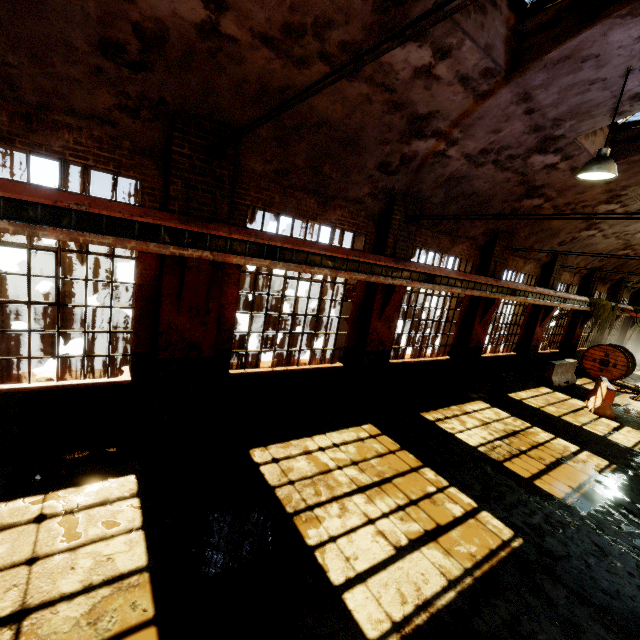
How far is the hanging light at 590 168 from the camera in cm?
520

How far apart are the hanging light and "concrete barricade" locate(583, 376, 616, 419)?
8.8 meters

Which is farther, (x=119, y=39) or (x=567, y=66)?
(x=567, y=66)

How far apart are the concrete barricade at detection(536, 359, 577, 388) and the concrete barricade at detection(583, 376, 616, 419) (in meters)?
0.86

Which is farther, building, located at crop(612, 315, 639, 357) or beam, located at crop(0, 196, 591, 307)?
building, located at crop(612, 315, 639, 357)

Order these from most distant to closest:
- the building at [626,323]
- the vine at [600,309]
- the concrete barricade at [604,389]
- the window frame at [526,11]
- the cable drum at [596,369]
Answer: the building at [626,323]
the vine at [600,309]
the cable drum at [596,369]
the concrete barricade at [604,389]
the window frame at [526,11]

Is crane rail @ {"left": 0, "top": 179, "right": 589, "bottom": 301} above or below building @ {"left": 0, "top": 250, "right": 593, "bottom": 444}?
above

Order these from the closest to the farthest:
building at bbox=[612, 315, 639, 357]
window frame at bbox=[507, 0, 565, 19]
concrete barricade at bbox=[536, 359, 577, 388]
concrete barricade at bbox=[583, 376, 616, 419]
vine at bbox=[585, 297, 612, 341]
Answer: window frame at bbox=[507, 0, 565, 19] → concrete barricade at bbox=[583, 376, 616, 419] → concrete barricade at bbox=[536, 359, 577, 388] → vine at bbox=[585, 297, 612, 341] → building at bbox=[612, 315, 639, 357]
